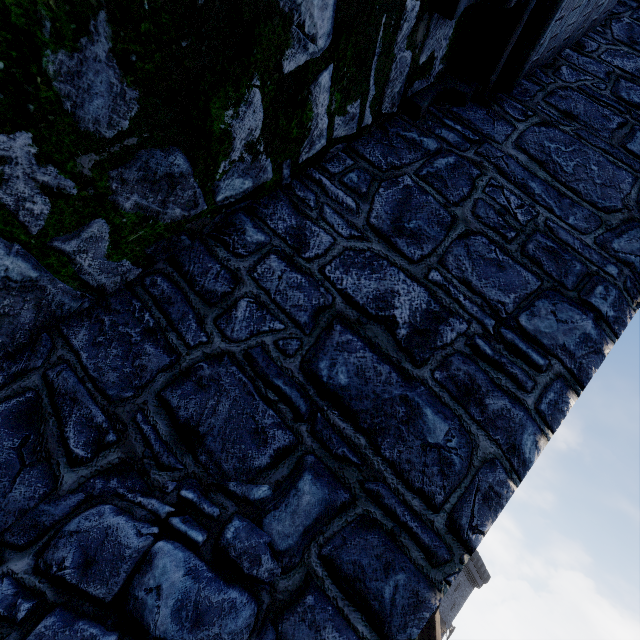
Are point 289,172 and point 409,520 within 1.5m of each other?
no
